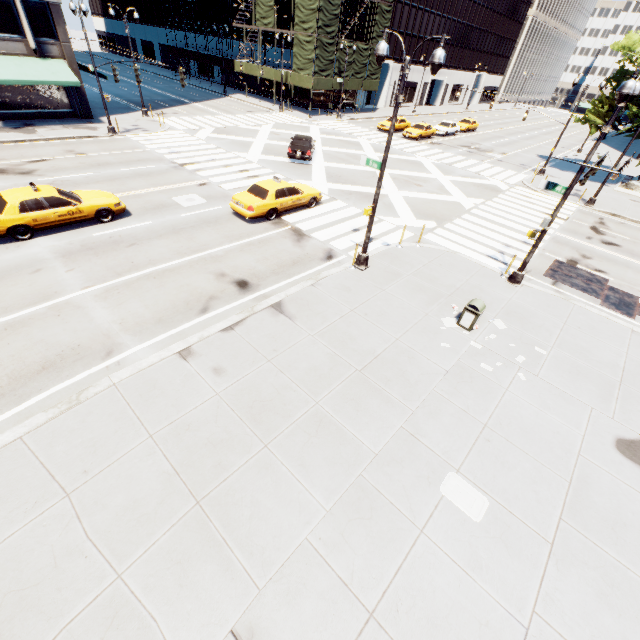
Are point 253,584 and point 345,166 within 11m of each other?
no

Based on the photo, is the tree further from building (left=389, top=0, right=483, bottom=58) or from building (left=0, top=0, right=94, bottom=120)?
building (left=389, top=0, right=483, bottom=58)

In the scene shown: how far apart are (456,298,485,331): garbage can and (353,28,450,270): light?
4.3 meters

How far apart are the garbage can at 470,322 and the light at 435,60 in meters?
4.3

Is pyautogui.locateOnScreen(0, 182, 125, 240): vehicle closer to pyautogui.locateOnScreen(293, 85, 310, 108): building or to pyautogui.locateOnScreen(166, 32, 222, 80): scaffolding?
pyautogui.locateOnScreen(166, 32, 222, 80): scaffolding

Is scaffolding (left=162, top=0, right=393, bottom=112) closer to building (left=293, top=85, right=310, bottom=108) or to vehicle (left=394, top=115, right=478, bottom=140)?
building (left=293, top=85, right=310, bottom=108)

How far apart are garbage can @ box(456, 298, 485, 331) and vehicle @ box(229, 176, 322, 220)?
10.12m

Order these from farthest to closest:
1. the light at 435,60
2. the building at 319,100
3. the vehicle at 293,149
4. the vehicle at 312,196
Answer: the building at 319,100 → the vehicle at 293,149 → the vehicle at 312,196 → the light at 435,60
